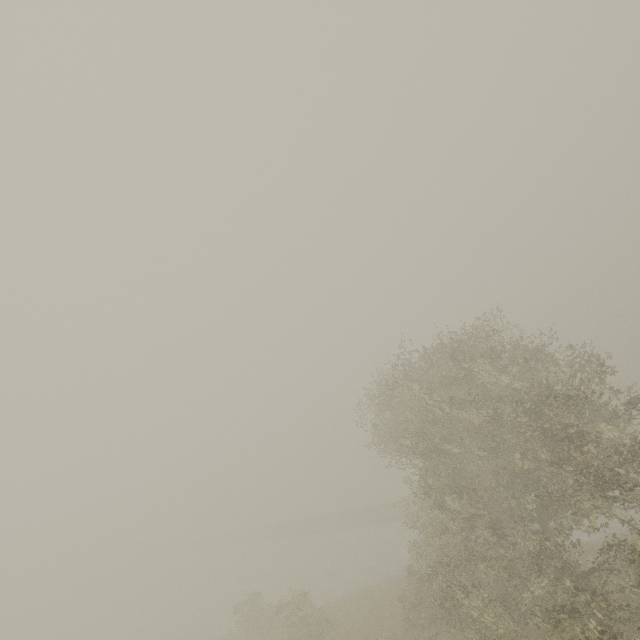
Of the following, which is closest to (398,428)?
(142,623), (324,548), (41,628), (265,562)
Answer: (324,548)
